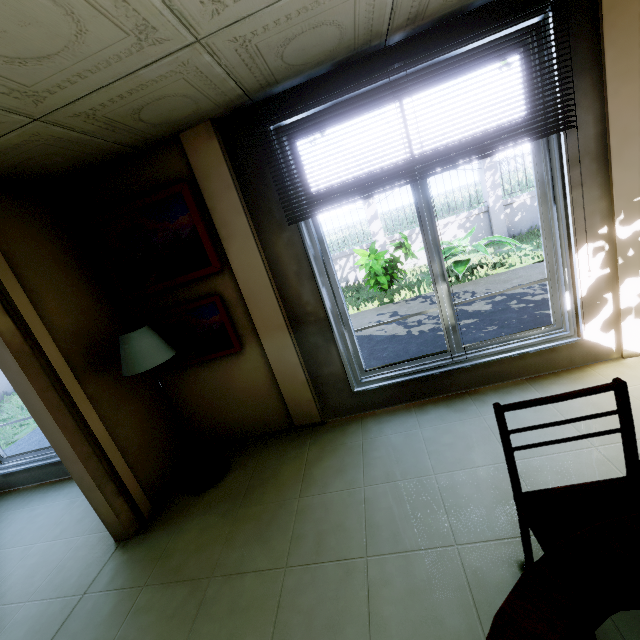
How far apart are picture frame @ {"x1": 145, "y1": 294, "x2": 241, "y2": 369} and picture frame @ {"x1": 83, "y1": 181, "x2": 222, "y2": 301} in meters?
0.2 m

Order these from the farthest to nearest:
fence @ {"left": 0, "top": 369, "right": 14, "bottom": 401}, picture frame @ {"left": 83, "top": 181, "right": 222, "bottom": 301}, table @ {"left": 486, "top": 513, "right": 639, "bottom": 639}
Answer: fence @ {"left": 0, "top": 369, "right": 14, "bottom": 401}, picture frame @ {"left": 83, "top": 181, "right": 222, "bottom": 301}, table @ {"left": 486, "top": 513, "right": 639, "bottom": 639}

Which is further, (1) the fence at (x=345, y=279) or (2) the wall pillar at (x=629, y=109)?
(1) the fence at (x=345, y=279)

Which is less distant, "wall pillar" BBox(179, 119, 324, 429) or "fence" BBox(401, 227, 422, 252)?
"wall pillar" BBox(179, 119, 324, 429)

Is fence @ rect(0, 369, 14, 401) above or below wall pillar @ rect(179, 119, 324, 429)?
below

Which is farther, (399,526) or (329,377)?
(329,377)

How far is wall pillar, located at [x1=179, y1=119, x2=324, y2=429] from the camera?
2.5m
